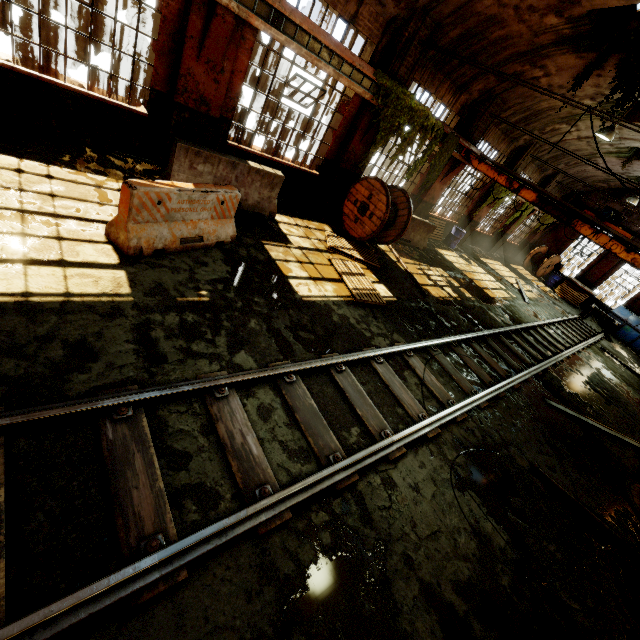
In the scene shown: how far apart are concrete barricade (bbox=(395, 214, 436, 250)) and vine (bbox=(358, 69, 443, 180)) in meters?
1.0 m

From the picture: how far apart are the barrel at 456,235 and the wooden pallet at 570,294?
10.1 meters

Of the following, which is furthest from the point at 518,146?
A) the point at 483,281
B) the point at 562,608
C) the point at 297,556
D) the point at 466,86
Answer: the point at 297,556

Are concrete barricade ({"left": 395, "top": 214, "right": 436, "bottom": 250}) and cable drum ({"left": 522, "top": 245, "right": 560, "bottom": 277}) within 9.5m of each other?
no

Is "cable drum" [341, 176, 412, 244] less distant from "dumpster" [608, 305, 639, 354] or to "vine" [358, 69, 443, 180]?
"vine" [358, 69, 443, 180]

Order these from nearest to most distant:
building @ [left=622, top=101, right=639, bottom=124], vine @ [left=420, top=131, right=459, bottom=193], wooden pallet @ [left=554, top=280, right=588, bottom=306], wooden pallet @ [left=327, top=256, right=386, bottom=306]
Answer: wooden pallet @ [left=327, top=256, right=386, bottom=306] < vine @ [left=420, top=131, right=459, bottom=193] < building @ [left=622, top=101, right=639, bottom=124] < wooden pallet @ [left=554, top=280, right=588, bottom=306]

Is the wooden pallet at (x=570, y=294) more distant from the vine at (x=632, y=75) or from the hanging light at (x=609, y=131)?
the vine at (x=632, y=75)

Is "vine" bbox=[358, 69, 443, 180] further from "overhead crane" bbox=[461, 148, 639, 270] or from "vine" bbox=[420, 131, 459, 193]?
"overhead crane" bbox=[461, 148, 639, 270]
